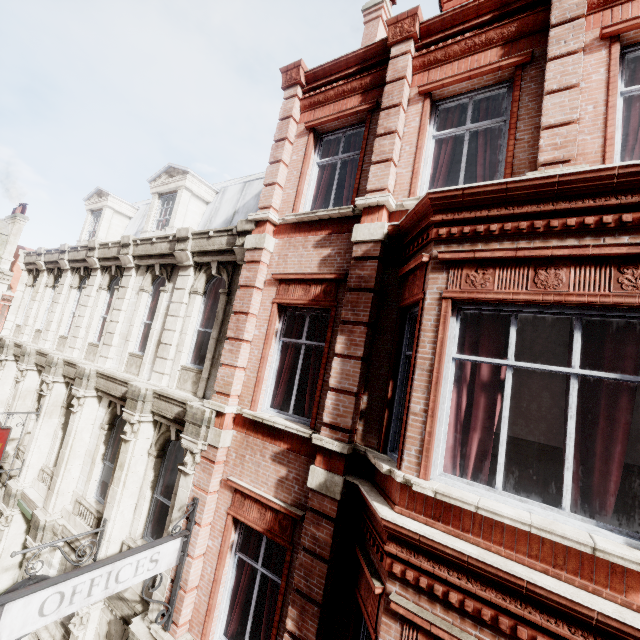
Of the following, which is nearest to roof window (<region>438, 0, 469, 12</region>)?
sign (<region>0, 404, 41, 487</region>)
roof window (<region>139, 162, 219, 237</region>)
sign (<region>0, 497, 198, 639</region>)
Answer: roof window (<region>139, 162, 219, 237</region>)

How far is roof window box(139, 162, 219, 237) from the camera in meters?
10.9

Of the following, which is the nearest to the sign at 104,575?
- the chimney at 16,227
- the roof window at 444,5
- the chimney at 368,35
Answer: the roof window at 444,5

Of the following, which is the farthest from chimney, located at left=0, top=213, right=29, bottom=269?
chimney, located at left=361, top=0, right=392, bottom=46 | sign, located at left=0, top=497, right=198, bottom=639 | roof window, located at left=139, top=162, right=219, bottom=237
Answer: sign, located at left=0, top=497, right=198, bottom=639

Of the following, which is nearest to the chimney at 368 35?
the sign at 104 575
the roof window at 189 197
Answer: the roof window at 189 197

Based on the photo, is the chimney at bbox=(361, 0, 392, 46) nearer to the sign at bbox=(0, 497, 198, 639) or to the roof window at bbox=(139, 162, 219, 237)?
the roof window at bbox=(139, 162, 219, 237)

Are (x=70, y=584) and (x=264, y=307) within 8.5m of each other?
yes

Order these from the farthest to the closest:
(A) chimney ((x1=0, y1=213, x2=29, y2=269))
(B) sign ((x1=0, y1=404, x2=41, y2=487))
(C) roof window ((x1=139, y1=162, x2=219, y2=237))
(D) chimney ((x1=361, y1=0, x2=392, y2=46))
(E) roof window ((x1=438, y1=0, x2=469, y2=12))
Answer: (A) chimney ((x1=0, y1=213, x2=29, y2=269)) → (C) roof window ((x1=139, y1=162, x2=219, y2=237)) → (D) chimney ((x1=361, y1=0, x2=392, y2=46)) → (B) sign ((x1=0, y1=404, x2=41, y2=487)) → (E) roof window ((x1=438, y1=0, x2=469, y2=12))
